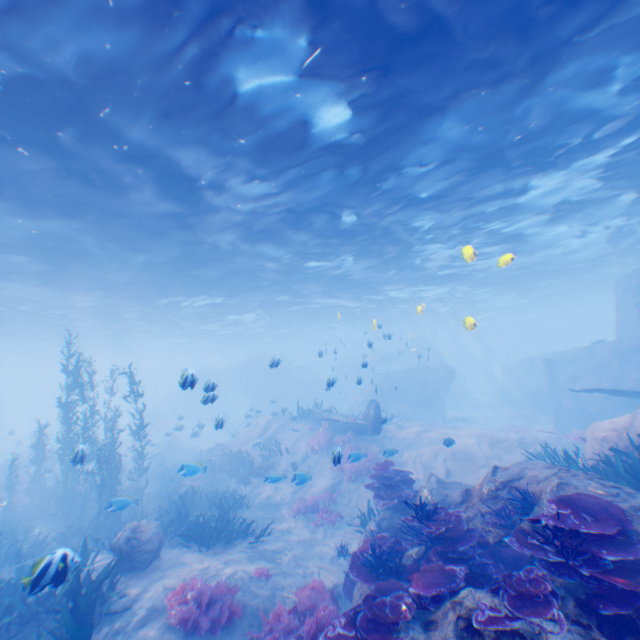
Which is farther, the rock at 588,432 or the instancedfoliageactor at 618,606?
the rock at 588,432

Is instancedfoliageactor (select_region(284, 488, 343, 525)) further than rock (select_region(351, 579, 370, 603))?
Yes

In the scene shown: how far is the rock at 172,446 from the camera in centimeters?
2662cm

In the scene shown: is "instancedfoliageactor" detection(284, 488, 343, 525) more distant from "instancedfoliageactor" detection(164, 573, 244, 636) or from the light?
the light

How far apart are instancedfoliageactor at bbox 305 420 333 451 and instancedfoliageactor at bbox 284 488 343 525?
3.2 meters

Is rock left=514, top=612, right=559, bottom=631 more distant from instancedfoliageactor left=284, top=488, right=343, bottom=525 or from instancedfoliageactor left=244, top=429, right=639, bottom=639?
instancedfoliageactor left=284, top=488, right=343, bottom=525

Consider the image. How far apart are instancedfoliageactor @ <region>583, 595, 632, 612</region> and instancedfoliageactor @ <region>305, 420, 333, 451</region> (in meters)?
14.40

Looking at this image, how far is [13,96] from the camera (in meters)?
7.23
